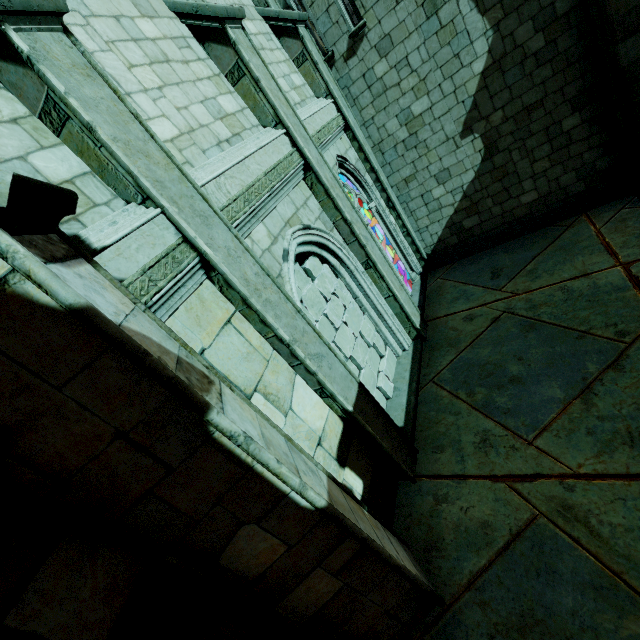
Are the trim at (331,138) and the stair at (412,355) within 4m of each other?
no

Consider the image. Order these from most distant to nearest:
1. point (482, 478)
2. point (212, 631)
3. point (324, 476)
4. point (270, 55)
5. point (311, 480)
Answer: point (270, 55)
point (482, 478)
point (324, 476)
point (311, 480)
point (212, 631)

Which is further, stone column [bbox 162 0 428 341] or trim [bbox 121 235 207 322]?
stone column [bbox 162 0 428 341]

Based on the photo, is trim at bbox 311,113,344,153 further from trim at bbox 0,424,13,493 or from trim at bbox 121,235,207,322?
trim at bbox 0,424,13,493

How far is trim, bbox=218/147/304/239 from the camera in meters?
4.0 m

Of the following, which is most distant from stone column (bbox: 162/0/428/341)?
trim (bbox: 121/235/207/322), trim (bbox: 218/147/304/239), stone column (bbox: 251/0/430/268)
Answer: trim (bbox: 121/235/207/322)

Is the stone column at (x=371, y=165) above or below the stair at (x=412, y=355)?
above

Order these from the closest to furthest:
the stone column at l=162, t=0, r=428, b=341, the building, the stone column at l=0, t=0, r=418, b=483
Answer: the building → the stone column at l=0, t=0, r=418, b=483 → the stone column at l=162, t=0, r=428, b=341
